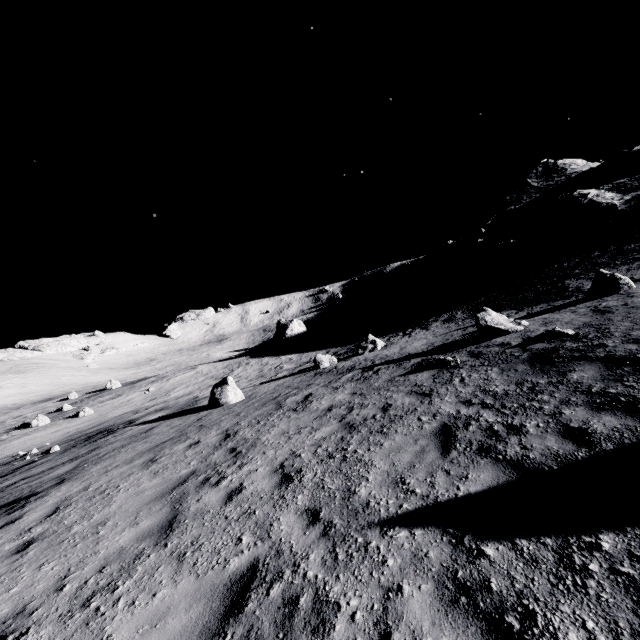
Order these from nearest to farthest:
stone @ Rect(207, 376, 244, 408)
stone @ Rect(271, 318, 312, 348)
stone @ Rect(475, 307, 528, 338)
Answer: stone @ Rect(475, 307, 528, 338)
stone @ Rect(207, 376, 244, 408)
stone @ Rect(271, 318, 312, 348)

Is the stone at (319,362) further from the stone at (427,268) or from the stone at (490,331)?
the stone at (427,268)

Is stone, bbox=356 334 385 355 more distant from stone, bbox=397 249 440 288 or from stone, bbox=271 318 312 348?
stone, bbox=397 249 440 288

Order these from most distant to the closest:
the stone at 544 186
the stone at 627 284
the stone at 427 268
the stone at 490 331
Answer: the stone at 427 268 < the stone at 544 186 < the stone at 627 284 < the stone at 490 331

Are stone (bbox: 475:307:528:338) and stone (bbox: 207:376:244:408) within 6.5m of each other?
no

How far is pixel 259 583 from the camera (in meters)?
3.86

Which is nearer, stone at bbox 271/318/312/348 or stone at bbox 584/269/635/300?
stone at bbox 584/269/635/300

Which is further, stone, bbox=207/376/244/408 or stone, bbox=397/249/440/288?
stone, bbox=397/249/440/288
